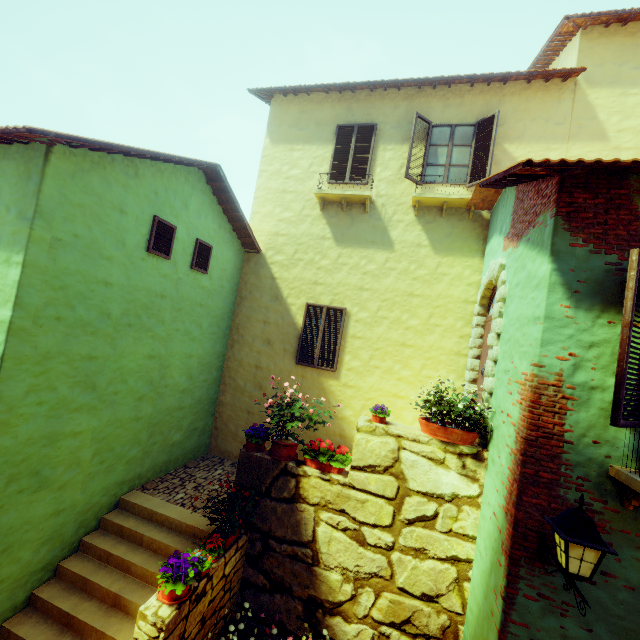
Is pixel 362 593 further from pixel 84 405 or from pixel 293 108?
pixel 293 108

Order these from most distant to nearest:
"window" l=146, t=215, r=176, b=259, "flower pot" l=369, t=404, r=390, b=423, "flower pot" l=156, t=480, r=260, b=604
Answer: "window" l=146, t=215, r=176, b=259 < "flower pot" l=369, t=404, r=390, b=423 < "flower pot" l=156, t=480, r=260, b=604

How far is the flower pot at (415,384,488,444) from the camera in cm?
476

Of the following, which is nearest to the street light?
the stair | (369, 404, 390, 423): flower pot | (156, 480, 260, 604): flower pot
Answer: (369, 404, 390, 423): flower pot

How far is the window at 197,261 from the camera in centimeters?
721cm

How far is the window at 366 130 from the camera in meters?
8.5

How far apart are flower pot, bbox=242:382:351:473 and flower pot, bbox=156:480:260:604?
1.4 meters

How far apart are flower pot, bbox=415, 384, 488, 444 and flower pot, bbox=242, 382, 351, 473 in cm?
128
